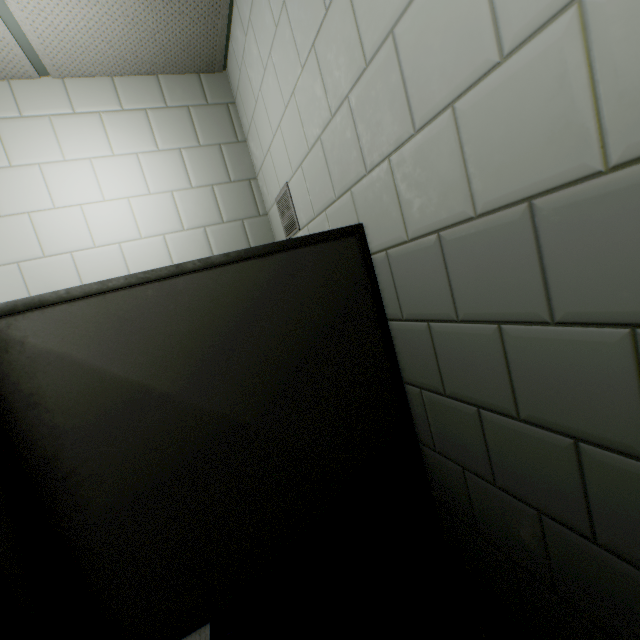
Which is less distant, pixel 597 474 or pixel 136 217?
pixel 597 474

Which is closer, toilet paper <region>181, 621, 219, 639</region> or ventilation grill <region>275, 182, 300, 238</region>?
toilet paper <region>181, 621, 219, 639</region>

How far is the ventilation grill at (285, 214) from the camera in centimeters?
173cm

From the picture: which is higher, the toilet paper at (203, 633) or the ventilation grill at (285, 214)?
the ventilation grill at (285, 214)

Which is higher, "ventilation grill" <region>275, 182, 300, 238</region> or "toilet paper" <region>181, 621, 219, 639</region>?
"ventilation grill" <region>275, 182, 300, 238</region>

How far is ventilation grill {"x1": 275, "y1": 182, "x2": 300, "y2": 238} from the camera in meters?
1.7 m
